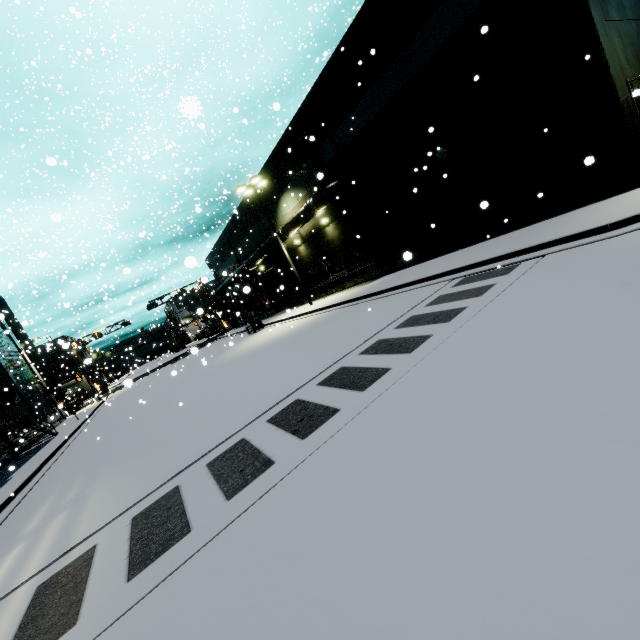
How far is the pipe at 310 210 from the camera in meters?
18.7

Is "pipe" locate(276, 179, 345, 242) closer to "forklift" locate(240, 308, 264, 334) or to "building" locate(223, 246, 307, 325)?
"building" locate(223, 246, 307, 325)

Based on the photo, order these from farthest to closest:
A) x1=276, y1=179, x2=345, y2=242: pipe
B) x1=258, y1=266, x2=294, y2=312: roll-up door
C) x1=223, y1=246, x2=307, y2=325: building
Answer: x1=258, y1=266, x2=294, y2=312: roll-up door → x1=223, y1=246, x2=307, y2=325: building → x1=276, y1=179, x2=345, y2=242: pipe

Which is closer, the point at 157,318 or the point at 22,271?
the point at 157,318

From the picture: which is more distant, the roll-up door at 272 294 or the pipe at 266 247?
the roll-up door at 272 294

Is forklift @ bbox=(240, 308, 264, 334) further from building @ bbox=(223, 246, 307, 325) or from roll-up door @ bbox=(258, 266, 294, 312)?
building @ bbox=(223, 246, 307, 325)

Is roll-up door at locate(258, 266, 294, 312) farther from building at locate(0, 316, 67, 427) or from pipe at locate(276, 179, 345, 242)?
pipe at locate(276, 179, 345, 242)
